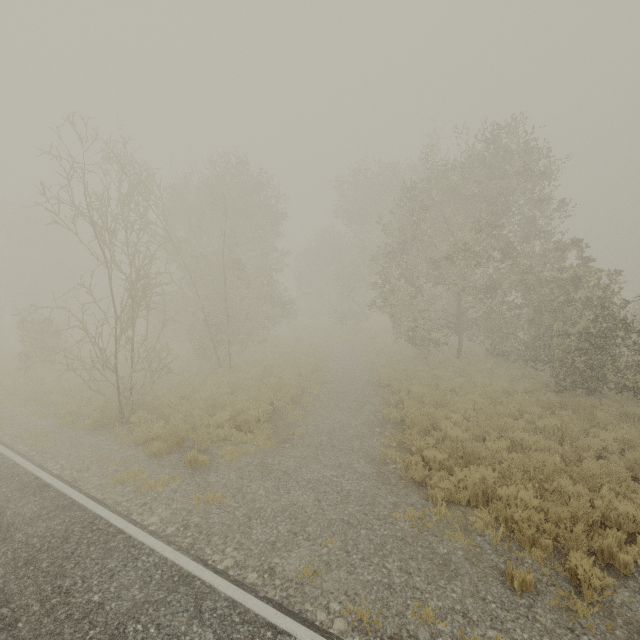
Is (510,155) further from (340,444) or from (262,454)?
(262,454)
